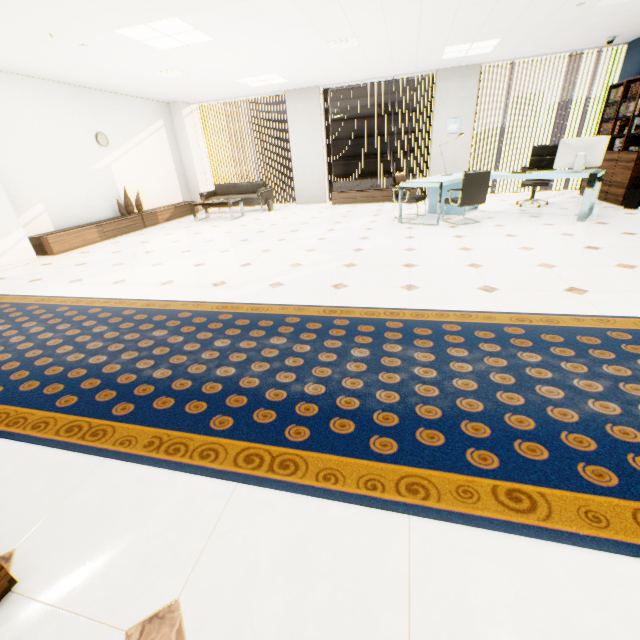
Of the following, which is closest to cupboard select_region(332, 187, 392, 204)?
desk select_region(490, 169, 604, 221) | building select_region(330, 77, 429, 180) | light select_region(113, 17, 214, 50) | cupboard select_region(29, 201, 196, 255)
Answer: desk select_region(490, 169, 604, 221)

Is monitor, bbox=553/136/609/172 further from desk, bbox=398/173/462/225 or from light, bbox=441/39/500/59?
light, bbox=441/39/500/59

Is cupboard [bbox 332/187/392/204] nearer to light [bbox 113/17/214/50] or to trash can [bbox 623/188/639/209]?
trash can [bbox 623/188/639/209]

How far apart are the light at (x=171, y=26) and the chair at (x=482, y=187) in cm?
446

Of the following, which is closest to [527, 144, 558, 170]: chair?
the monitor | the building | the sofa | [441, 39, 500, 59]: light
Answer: the monitor

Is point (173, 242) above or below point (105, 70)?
below

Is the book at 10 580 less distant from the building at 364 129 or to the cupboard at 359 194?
the cupboard at 359 194

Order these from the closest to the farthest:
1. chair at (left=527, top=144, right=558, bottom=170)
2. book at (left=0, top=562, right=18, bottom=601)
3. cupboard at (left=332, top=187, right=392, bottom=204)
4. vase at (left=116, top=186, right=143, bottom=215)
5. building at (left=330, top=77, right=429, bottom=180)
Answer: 1. book at (left=0, top=562, right=18, bottom=601)
2. chair at (left=527, top=144, right=558, bottom=170)
3. vase at (left=116, top=186, right=143, bottom=215)
4. cupboard at (left=332, top=187, right=392, bottom=204)
5. building at (left=330, top=77, right=429, bottom=180)
